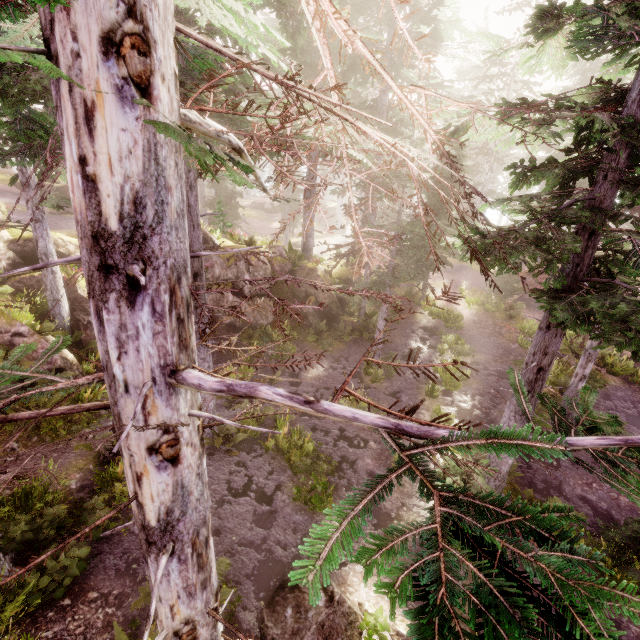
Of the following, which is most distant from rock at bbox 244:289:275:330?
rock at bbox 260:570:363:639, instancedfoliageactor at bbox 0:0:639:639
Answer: rock at bbox 260:570:363:639

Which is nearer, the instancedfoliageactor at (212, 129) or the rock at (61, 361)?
the instancedfoliageactor at (212, 129)

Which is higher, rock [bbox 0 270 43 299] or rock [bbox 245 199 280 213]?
rock [bbox 245 199 280 213]

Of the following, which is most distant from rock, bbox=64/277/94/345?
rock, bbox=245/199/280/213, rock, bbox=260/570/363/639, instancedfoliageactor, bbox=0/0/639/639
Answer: rock, bbox=245/199/280/213

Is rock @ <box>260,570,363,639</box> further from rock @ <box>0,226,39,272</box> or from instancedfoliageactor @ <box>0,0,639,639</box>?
rock @ <box>0,226,39,272</box>

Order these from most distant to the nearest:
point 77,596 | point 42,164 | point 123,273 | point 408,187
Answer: point 42,164
point 408,187
point 77,596
point 123,273

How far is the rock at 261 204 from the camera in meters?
46.2

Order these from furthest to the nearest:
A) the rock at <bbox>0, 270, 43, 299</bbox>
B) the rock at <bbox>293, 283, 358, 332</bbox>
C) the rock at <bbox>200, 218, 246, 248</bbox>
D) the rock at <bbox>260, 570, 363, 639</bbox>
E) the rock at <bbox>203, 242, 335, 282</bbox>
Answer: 1. the rock at <bbox>293, 283, 358, 332</bbox>
2. the rock at <bbox>200, 218, 246, 248</bbox>
3. the rock at <bbox>203, 242, 335, 282</bbox>
4. the rock at <bbox>0, 270, 43, 299</bbox>
5. the rock at <bbox>260, 570, 363, 639</bbox>
